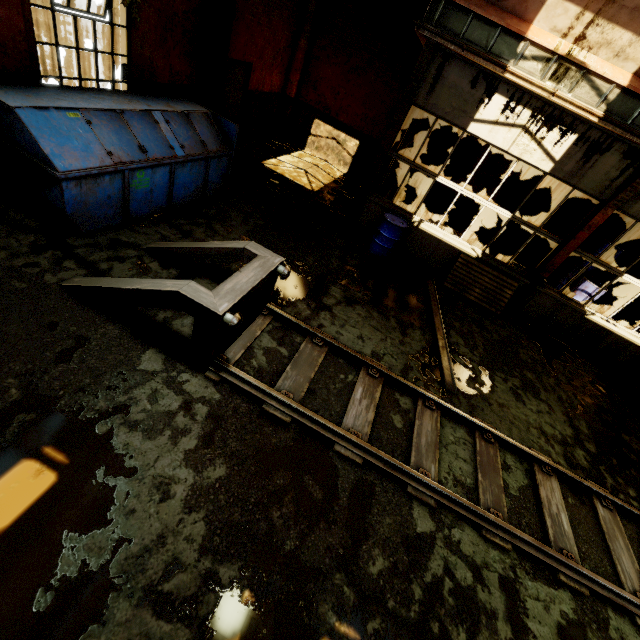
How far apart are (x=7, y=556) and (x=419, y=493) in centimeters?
379cm

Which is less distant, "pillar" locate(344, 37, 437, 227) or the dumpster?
the dumpster

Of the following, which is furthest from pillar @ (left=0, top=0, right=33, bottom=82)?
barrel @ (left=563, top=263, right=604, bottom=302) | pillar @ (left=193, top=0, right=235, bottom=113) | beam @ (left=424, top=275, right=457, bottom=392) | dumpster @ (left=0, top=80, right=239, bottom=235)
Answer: barrel @ (left=563, top=263, right=604, bottom=302)

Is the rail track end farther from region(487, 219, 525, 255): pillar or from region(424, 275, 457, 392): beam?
region(487, 219, 525, 255): pillar

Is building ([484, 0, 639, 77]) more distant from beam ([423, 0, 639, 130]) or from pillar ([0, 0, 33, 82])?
pillar ([0, 0, 33, 82])

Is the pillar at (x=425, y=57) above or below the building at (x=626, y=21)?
below

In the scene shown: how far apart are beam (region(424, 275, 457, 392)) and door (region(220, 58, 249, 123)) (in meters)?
7.67

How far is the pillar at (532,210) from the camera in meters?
10.9
